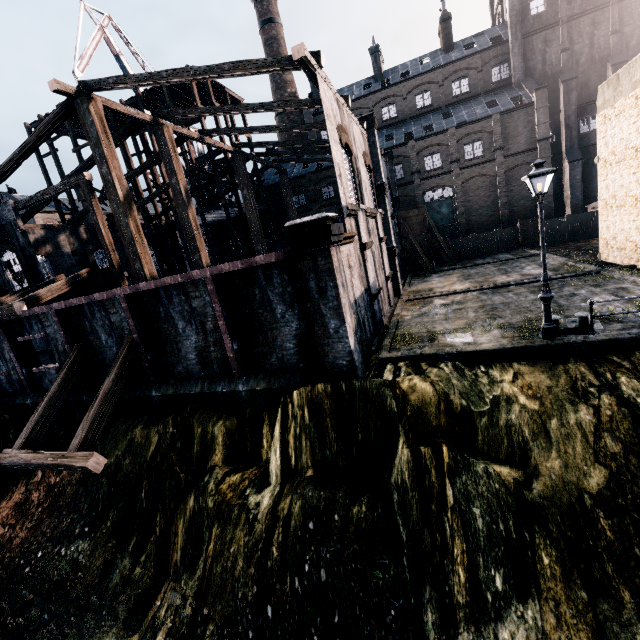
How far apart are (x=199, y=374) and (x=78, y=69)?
37.0m

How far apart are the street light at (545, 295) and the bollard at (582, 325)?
0.4 meters

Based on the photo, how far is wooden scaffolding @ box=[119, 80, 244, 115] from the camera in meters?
29.8

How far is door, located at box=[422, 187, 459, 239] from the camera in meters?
39.4 m

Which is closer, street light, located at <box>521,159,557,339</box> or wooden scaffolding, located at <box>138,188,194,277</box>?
street light, located at <box>521,159,557,339</box>

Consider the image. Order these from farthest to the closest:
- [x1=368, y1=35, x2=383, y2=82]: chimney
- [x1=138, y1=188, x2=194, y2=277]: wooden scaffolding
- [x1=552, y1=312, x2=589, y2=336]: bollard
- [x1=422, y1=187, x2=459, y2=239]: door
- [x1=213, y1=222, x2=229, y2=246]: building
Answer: [x1=368, y1=35, x2=383, y2=82]: chimney → [x1=213, y1=222, x2=229, y2=246]: building → [x1=422, y1=187, x2=459, y2=239]: door → [x1=138, y1=188, x2=194, y2=277]: wooden scaffolding → [x1=552, y1=312, x2=589, y2=336]: bollard

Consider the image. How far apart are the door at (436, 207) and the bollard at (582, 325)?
31.5 meters

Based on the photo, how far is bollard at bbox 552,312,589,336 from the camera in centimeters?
1127cm
